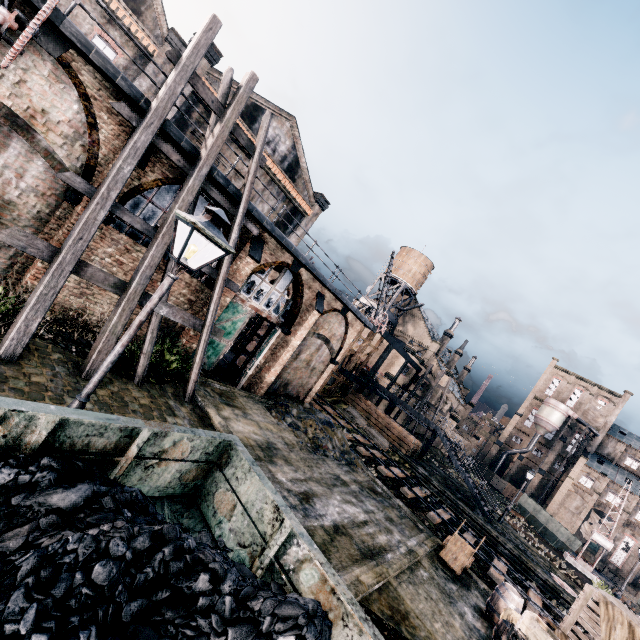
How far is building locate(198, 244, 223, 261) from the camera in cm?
1493

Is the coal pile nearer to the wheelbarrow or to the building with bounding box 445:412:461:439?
the wheelbarrow

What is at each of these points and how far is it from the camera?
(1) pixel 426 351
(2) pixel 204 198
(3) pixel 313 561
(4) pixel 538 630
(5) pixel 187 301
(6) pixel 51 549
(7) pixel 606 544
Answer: (1) building, 56.2 meters
(2) building, 13.8 meters
(3) rail car container, 4.5 meters
(4) wooden crate, 9.6 meters
(5) building, 15.0 meters
(6) coal pile, 2.3 meters
(7) crane, 32.7 meters

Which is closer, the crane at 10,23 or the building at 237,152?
the crane at 10,23

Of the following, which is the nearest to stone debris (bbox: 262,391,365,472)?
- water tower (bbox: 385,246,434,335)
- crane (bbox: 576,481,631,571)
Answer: water tower (bbox: 385,246,434,335)

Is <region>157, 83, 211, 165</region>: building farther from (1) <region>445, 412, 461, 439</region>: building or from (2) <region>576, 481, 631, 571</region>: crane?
(2) <region>576, 481, 631, 571</region>: crane

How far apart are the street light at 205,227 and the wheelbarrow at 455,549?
15.6 meters
